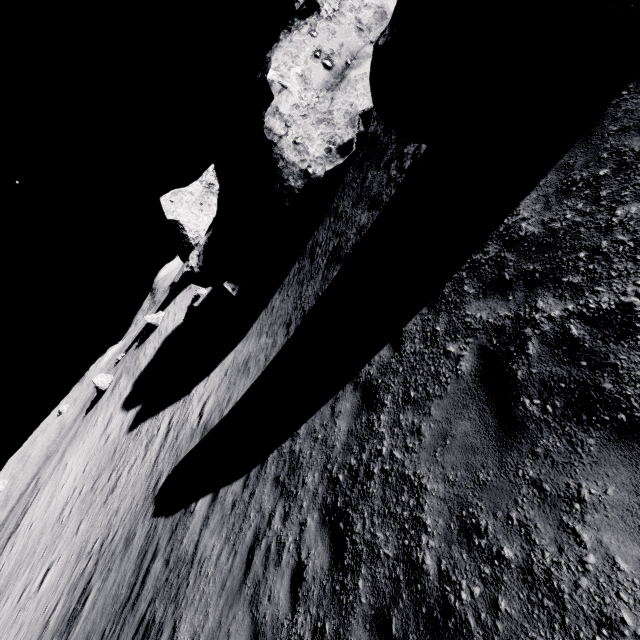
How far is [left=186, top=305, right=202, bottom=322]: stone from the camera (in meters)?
30.17

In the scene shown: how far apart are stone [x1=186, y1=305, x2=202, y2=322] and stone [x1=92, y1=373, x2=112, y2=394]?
13.46m

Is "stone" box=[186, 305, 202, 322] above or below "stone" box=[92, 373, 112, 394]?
below

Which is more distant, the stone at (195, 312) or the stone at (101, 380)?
the stone at (101, 380)

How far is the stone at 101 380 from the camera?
34.5 meters

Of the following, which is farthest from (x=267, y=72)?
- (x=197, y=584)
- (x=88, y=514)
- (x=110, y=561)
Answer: (x=88, y=514)

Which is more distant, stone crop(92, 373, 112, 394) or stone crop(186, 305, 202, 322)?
stone crop(92, 373, 112, 394)

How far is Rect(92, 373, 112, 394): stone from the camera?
34.5 meters
